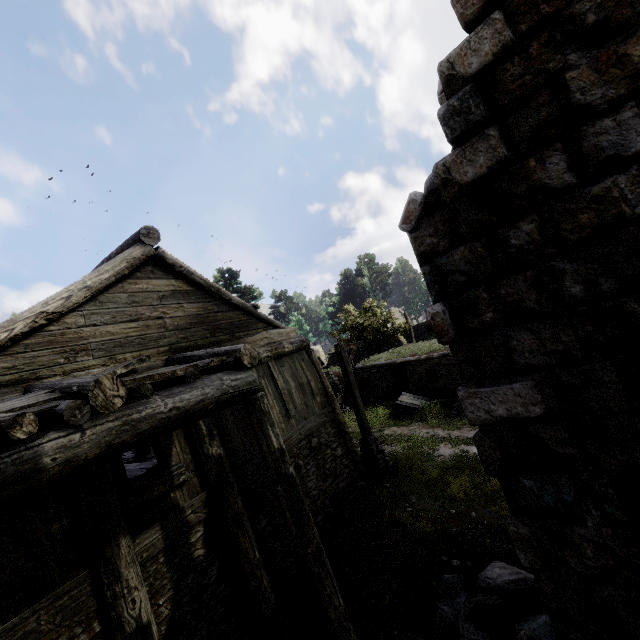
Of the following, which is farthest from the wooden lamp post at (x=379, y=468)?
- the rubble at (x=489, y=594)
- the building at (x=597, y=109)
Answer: the rubble at (x=489, y=594)

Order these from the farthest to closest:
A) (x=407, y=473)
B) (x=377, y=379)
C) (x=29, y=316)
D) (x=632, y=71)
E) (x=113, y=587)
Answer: (x=377, y=379)
(x=407, y=473)
(x=29, y=316)
(x=113, y=587)
(x=632, y=71)

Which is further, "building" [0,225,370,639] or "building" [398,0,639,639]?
"building" [0,225,370,639]

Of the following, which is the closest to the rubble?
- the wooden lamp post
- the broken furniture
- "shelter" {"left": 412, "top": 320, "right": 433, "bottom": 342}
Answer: the wooden lamp post

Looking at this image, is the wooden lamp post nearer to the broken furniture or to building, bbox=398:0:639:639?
building, bbox=398:0:639:639

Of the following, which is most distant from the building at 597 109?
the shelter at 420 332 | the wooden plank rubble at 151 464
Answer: the shelter at 420 332

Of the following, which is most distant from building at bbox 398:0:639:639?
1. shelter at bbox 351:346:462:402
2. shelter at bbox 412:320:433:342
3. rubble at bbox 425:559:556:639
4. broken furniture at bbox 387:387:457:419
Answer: shelter at bbox 412:320:433:342

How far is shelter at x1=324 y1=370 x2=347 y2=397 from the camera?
25.4 meters
